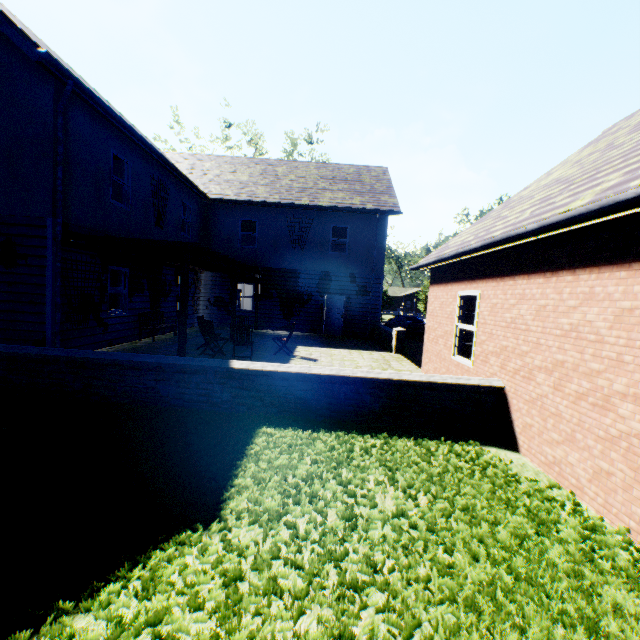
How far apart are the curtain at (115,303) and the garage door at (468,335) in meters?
10.8

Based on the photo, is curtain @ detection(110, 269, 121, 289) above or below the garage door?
above

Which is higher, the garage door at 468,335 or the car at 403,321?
the garage door at 468,335

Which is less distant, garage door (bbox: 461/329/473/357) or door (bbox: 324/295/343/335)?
garage door (bbox: 461/329/473/357)

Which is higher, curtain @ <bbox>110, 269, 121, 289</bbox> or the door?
curtain @ <bbox>110, 269, 121, 289</bbox>

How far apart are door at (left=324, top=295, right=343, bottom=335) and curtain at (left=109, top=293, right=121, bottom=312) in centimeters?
1006cm

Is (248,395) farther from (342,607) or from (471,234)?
(471,234)

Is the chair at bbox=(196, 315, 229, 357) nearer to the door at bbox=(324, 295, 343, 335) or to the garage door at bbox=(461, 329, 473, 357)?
the garage door at bbox=(461, 329, 473, 357)
